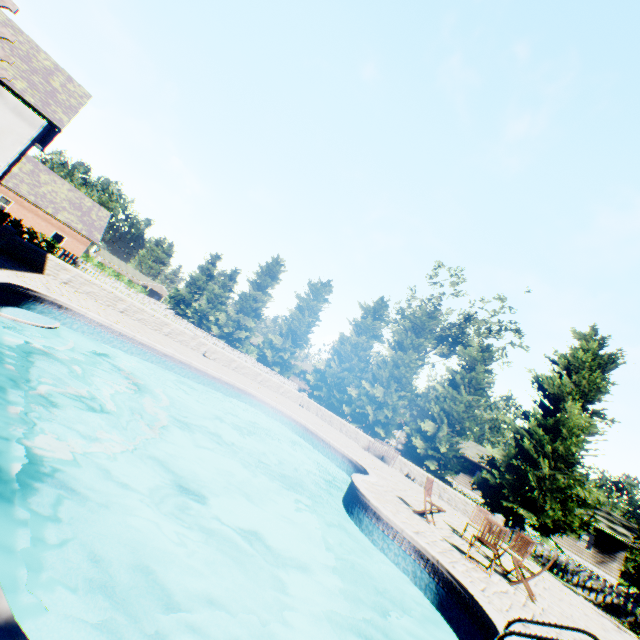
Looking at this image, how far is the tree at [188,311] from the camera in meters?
37.5

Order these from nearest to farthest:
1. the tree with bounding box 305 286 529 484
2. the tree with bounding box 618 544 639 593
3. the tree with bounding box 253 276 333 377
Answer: the tree with bounding box 618 544 639 593 < the tree with bounding box 305 286 529 484 < the tree with bounding box 253 276 333 377

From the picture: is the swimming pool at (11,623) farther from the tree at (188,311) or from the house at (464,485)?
the house at (464,485)

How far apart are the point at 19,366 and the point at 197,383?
6.85m

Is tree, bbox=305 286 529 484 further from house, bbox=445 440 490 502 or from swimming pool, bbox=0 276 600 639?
swimming pool, bbox=0 276 600 639

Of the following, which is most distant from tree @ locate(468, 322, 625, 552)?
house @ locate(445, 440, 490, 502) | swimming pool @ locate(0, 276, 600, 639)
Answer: swimming pool @ locate(0, 276, 600, 639)

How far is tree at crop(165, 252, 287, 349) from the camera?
37.5 meters
